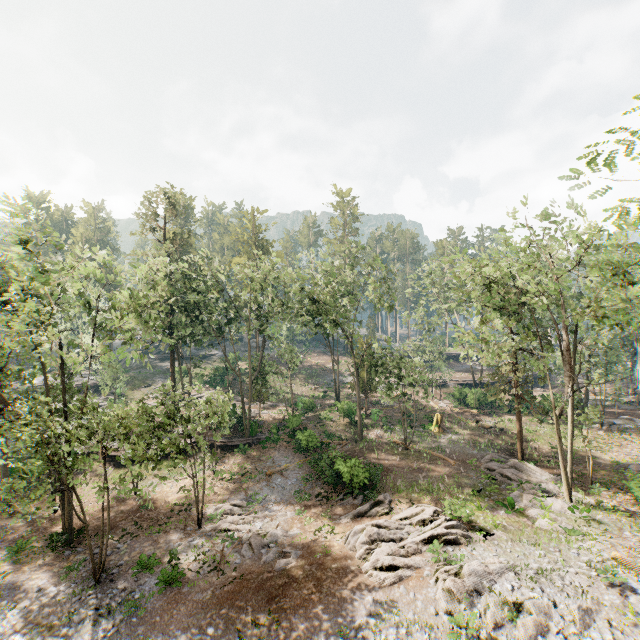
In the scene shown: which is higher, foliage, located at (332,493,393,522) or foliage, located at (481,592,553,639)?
foliage, located at (481,592,553,639)

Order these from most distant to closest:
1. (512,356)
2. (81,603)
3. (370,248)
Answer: (370,248), (512,356), (81,603)

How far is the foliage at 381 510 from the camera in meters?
20.6 m

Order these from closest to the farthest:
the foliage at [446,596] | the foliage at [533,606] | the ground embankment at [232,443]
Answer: the foliage at [533,606] < the foliage at [446,596] < the ground embankment at [232,443]

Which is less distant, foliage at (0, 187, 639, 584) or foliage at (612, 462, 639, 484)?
foliage at (0, 187, 639, 584)

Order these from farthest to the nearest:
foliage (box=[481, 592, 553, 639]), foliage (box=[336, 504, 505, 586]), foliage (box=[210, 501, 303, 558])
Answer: foliage (box=[210, 501, 303, 558])
foliage (box=[336, 504, 505, 586])
foliage (box=[481, 592, 553, 639])
